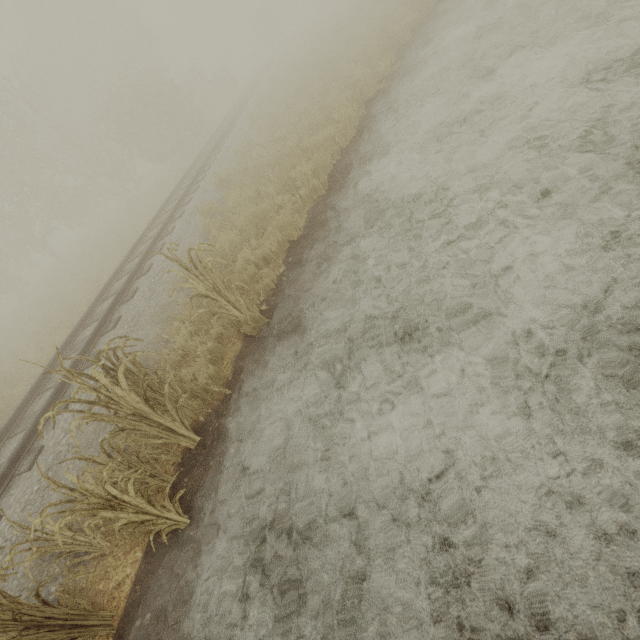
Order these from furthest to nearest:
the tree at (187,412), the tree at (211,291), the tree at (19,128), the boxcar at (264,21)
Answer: the boxcar at (264,21) → the tree at (19,128) → the tree at (211,291) → the tree at (187,412)

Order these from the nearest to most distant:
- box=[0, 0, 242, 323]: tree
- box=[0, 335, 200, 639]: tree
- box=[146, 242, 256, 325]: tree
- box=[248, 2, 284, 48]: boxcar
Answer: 1. box=[0, 335, 200, 639]: tree
2. box=[146, 242, 256, 325]: tree
3. box=[0, 0, 242, 323]: tree
4. box=[248, 2, 284, 48]: boxcar

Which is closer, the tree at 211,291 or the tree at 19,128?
the tree at 211,291

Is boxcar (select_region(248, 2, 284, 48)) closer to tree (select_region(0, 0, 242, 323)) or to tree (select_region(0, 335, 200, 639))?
tree (select_region(0, 0, 242, 323))

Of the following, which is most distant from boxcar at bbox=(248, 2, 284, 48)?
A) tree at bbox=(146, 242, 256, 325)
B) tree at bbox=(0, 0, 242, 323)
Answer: tree at bbox=(146, 242, 256, 325)

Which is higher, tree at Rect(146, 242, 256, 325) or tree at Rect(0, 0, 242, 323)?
tree at Rect(0, 0, 242, 323)

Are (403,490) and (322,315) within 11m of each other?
yes
